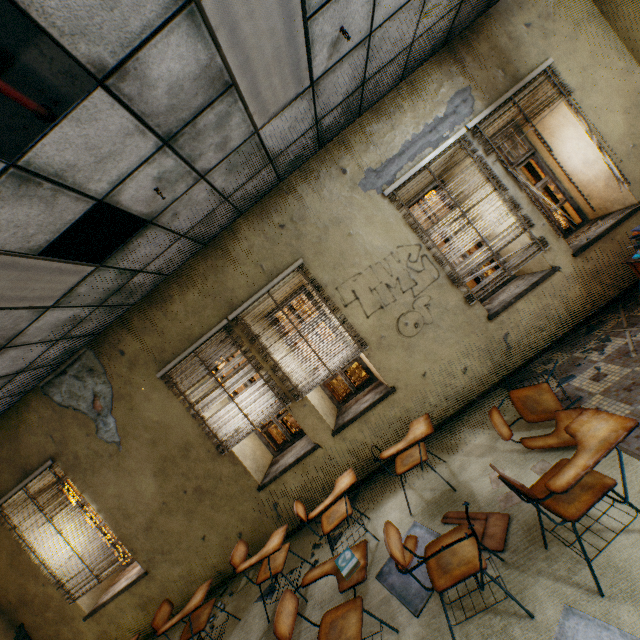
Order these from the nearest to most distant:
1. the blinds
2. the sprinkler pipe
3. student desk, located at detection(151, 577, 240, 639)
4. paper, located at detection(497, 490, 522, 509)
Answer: the sprinkler pipe, paper, located at detection(497, 490, 522, 509), student desk, located at detection(151, 577, 240, 639), the blinds

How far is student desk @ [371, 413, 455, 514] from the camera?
3.23m

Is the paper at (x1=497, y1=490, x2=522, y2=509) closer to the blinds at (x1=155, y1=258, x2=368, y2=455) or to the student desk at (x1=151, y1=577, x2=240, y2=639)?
the blinds at (x1=155, y1=258, x2=368, y2=455)

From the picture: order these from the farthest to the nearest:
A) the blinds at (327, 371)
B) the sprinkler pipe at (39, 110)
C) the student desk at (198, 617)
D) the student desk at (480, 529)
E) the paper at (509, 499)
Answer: the blinds at (327, 371), the student desk at (198, 617), the paper at (509, 499), the student desk at (480, 529), the sprinkler pipe at (39, 110)

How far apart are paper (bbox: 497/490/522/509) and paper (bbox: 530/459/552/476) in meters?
0.2

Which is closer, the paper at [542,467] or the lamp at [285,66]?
the lamp at [285,66]

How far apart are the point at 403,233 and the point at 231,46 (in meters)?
2.87

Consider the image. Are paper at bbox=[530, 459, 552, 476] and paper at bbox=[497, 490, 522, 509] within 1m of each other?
yes
